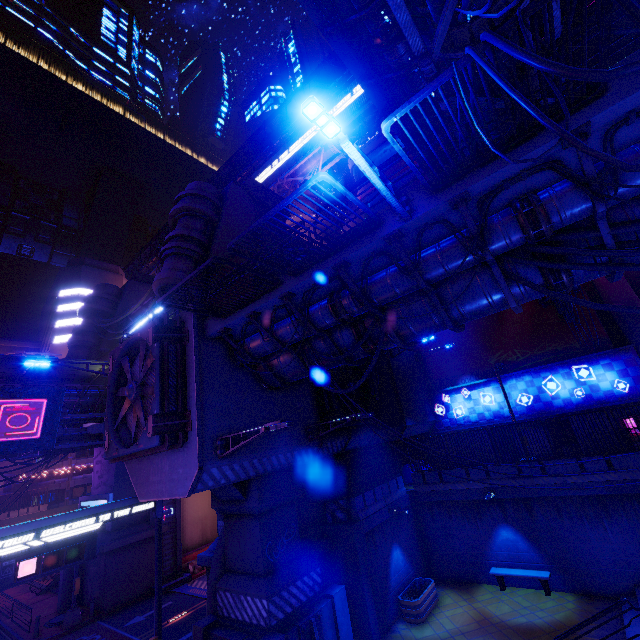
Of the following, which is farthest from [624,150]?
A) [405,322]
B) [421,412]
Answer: [421,412]

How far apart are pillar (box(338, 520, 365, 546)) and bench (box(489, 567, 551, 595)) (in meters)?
6.65

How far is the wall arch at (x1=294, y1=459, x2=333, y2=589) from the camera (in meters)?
13.74

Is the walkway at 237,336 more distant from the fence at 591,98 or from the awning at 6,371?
the awning at 6,371

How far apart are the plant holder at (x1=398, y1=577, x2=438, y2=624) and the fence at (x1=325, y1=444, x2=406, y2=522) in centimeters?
329cm

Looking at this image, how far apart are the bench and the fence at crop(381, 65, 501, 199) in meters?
17.3 m

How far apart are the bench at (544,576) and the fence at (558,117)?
17.27m

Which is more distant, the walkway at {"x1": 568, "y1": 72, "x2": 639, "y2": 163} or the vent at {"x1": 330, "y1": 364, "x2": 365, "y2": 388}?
the vent at {"x1": 330, "y1": 364, "x2": 365, "y2": 388}
